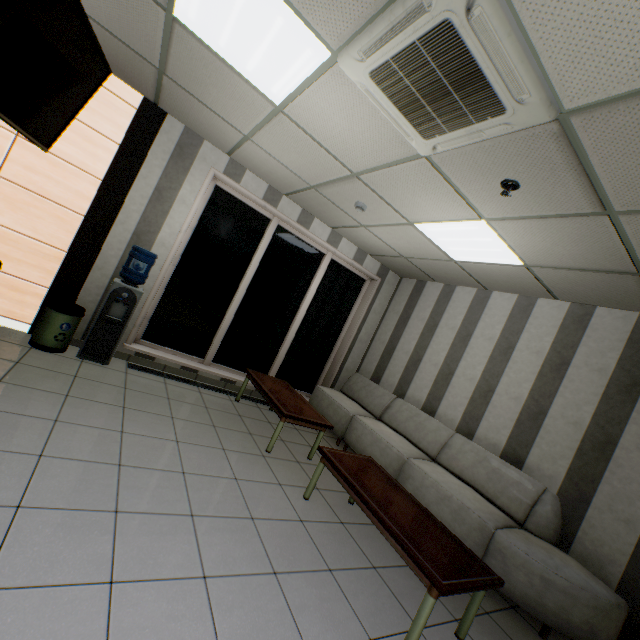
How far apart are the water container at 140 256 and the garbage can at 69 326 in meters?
0.1 m

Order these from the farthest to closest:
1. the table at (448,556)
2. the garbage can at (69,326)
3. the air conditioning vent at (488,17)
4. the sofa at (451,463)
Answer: the garbage can at (69,326) → the sofa at (451,463) → the table at (448,556) → the air conditioning vent at (488,17)

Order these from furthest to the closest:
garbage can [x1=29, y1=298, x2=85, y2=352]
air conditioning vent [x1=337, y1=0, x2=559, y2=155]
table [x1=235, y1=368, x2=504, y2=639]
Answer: garbage can [x1=29, y1=298, x2=85, y2=352] < table [x1=235, y1=368, x2=504, y2=639] < air conditioning vent [x1=337, y1=0, x2=559, y2=155]

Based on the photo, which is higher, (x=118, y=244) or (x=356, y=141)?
(x=356, y=141)

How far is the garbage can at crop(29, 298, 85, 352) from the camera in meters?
3.7 m

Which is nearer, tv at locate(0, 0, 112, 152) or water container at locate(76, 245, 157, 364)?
tv at locate(0, 0, 112, 152)

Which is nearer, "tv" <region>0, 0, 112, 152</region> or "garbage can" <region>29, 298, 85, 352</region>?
"tv" <region>0, 0, 112, 152</region>

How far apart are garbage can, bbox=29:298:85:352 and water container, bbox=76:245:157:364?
0.11m
